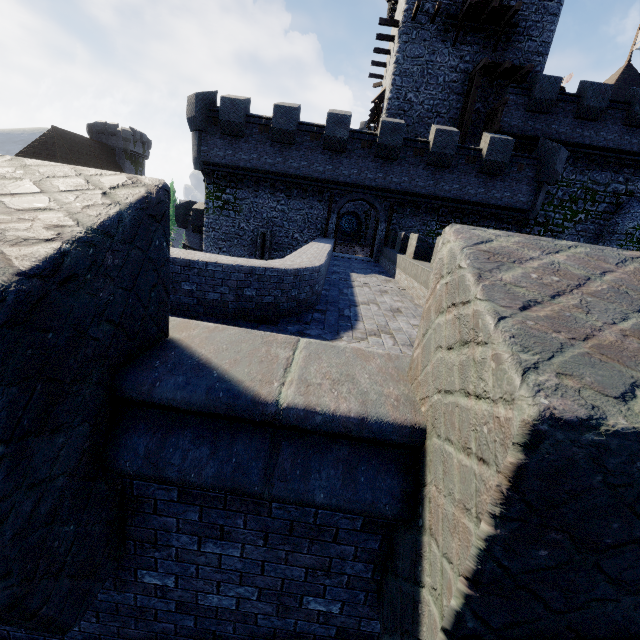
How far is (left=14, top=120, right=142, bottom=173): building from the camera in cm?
4509

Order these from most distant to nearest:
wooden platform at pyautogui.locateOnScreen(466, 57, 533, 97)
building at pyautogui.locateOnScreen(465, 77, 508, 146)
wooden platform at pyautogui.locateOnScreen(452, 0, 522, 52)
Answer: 1. building at pyautogui.locateOnScreen(465, 77, 508, 146)
2. wooden platform at pyautogui.locateOnScreen(466, 57, 533, 97)
3. wooden platform at pyautogui.locateOnScreen(452, 0, 522, 52)

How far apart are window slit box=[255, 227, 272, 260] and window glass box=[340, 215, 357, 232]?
19.6m

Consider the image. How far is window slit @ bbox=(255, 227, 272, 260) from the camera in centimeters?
2041cm

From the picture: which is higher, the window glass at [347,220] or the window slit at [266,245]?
the window glass at [347,220]

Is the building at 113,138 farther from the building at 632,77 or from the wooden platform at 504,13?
the building at 632,77

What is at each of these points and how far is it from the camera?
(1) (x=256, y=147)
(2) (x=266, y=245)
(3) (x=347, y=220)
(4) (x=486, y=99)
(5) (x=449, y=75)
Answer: (1) building tower, 18.8m
(2) window slit, 20.6m
(3) window glass, 38.3m
(4) building, 21.7m
(5) building, 21.4m

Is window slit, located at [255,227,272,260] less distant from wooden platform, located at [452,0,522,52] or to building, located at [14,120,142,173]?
wooden platform, located at [452,0,522,52]
